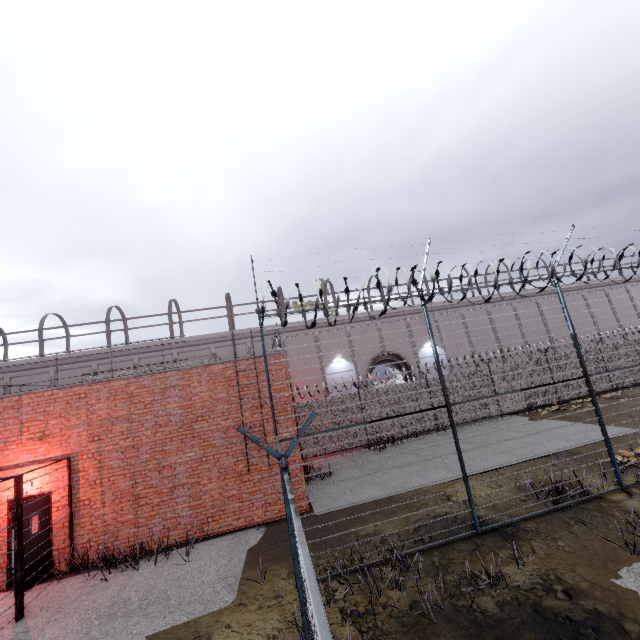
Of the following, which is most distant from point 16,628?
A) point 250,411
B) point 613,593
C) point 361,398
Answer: point 361,398
